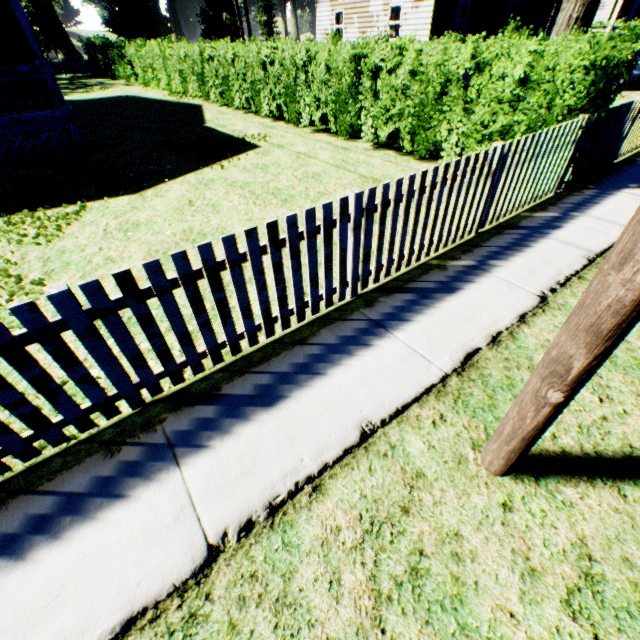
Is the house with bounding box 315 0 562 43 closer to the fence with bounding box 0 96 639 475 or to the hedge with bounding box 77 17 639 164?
the hedge with bounding box 77 17 639 164

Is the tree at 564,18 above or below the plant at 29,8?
below

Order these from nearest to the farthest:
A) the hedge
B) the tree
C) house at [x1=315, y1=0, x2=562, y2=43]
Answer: the hedge → the tree → house at [x1=315, y1=0, x2=562, y2=43]

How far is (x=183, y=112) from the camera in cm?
1445

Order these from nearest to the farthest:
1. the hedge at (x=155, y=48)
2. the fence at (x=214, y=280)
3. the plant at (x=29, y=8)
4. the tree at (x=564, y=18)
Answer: the fence at (x=214, y=280)
the hedge at (x=155, y=48)
the tree at (x=564, y=18)
the plant at (x=29, y=8)

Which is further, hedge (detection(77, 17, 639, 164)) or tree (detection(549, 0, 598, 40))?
tree (detection(549, 0, 598, 40))

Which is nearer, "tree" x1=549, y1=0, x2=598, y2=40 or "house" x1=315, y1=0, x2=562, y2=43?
"tree" x1=549, y1=0, x2=598, y2=40

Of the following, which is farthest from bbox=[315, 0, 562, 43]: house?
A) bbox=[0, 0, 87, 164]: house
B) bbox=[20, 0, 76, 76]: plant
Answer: bbox=[20, 0, 76, 76]: plant
